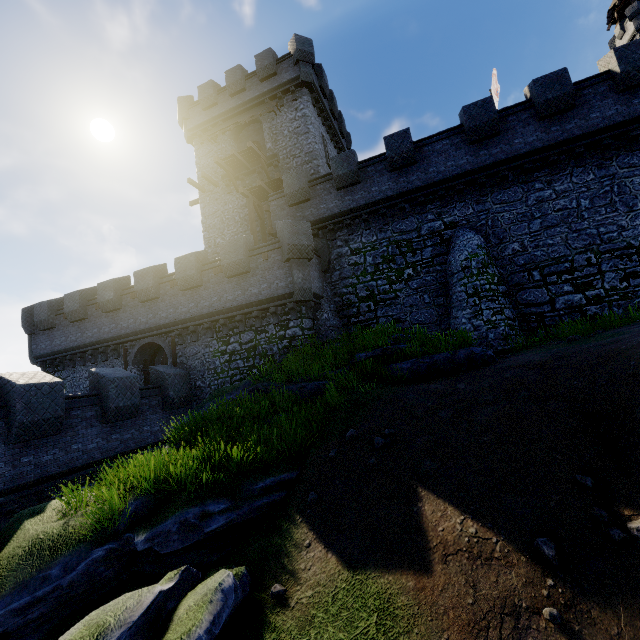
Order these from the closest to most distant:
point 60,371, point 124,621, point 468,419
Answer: point 124,621, point 468,419, point 60,371

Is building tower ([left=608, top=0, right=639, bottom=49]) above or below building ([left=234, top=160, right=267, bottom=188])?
above

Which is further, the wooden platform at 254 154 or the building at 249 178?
the building at 249 178

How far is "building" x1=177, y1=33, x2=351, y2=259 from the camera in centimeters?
2189cm

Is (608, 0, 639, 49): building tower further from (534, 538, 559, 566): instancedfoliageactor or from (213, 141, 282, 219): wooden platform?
(534, 538, 559, 566): instancedfoliageactor

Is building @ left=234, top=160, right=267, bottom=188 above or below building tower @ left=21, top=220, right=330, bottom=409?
above

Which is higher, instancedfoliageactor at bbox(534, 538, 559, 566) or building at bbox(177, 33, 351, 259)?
building at bbox(177, 33, 351, 259)

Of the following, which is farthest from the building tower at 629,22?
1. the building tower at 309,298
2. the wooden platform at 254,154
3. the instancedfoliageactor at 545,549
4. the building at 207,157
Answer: the instancedfoliageactor at 545,549
